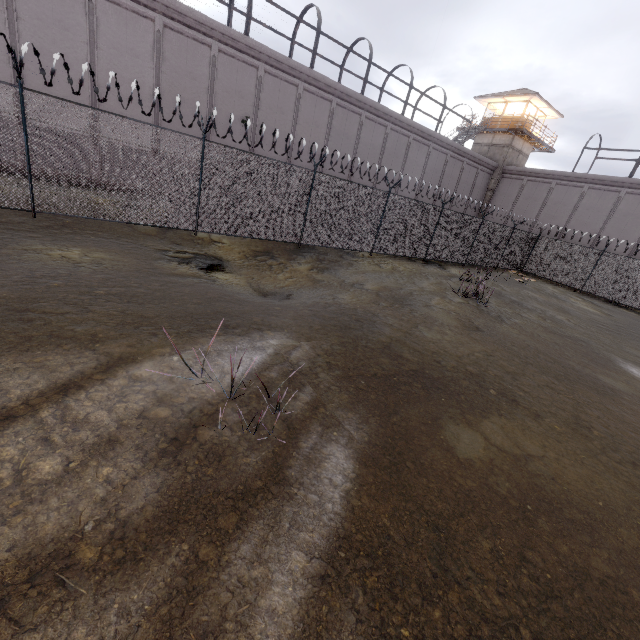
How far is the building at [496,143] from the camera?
30.7 meters

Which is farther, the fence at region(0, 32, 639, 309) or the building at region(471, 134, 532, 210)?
the building at region(471, 134, 532, 210)

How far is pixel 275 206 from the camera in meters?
11.6

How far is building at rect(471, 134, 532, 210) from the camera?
30.7 meters

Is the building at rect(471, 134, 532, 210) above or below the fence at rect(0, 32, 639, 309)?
above

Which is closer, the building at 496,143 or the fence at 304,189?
the fence at 304,189
